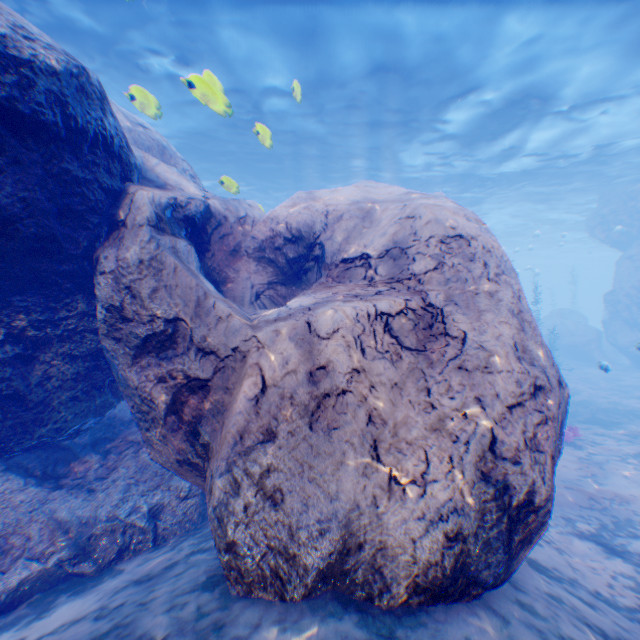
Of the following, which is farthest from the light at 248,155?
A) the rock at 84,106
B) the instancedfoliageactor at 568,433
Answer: the instancedfoliageactor at 568,433

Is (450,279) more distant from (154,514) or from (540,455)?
(154,514)

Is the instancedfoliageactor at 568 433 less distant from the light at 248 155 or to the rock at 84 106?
the rock at 84 106

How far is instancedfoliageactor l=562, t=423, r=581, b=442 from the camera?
9.9 meters

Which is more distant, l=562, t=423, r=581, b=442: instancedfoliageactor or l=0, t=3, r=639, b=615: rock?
l=562, t=423, r=581, b=442: instancedfoliageactor

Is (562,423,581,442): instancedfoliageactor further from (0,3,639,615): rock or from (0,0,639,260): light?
(0,0,639,260): light

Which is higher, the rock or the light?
the light

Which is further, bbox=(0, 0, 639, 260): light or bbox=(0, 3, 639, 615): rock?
bbox=(0, 0, 639, 260): light
